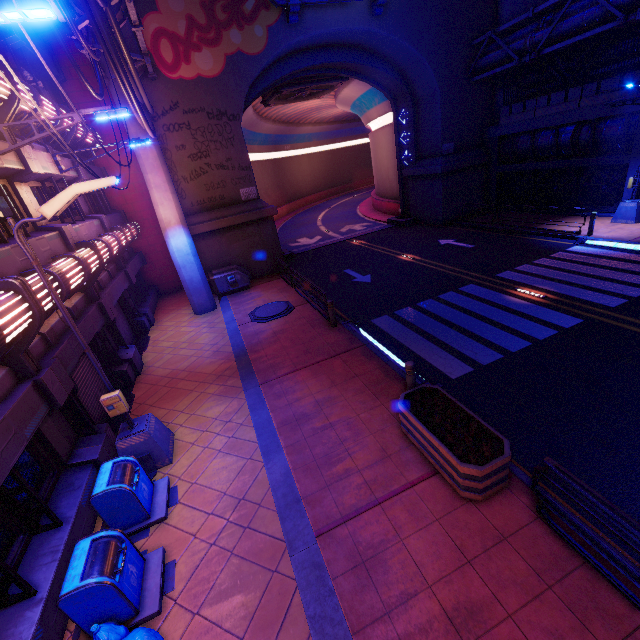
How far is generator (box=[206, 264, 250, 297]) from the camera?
17.7 meters

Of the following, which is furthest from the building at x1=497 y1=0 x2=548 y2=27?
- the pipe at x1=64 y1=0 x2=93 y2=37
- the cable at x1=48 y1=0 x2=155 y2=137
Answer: the cable at x1=48 y1=0 x2=155 y2=137

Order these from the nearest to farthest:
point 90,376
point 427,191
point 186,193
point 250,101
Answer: point 90,376 < point 186,193 < point 250,101 < point 427,191

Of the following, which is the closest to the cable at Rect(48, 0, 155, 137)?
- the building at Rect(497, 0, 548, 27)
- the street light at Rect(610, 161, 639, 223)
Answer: the building at Rect(497, 0, 548, 27)

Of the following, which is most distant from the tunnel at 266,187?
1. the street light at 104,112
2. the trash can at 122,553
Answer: the trash can at 122,553

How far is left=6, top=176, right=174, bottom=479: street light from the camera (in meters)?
5.46

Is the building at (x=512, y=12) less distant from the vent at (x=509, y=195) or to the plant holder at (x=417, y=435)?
the vent at (x=509, y=195)

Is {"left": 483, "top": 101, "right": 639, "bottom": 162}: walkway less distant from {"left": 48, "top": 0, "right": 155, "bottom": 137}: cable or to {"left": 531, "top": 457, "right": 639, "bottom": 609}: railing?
{"left": 531, "top": 457, "right": 639, "bottom": 609}: railing
